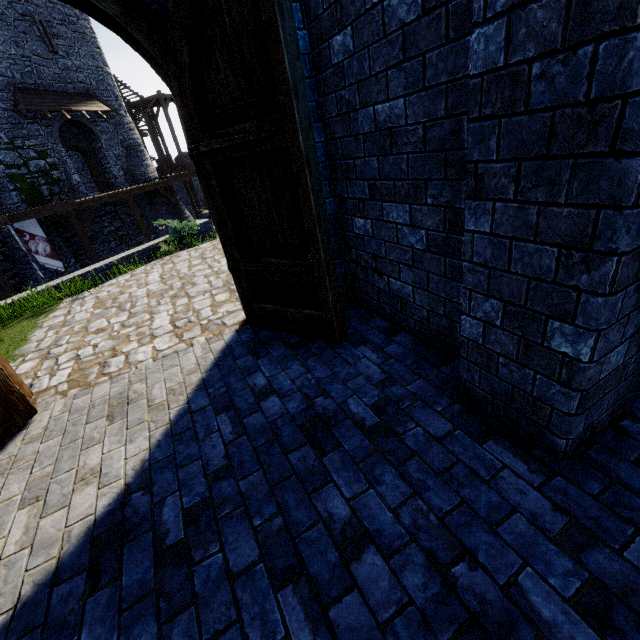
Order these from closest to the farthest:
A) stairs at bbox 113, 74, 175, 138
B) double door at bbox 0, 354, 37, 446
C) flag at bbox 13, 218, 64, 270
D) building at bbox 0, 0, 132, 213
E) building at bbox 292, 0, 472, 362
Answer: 1. building at bbox 292, 0, 472, 362
2. double door at bbox 0, 354, 37, 446
3. flag at bbox 13, 218, 64, 270
4. building at bbox 0, 0, 132, 213
5. stairs at bbox 113, 74, 175, 138

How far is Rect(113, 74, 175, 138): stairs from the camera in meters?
27.6 m

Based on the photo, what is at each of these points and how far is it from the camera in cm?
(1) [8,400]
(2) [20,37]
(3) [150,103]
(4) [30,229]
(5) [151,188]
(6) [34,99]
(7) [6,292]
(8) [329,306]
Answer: (1) double door, 308
(2) building, 1703
(3) stairs, 2850
(4) flag, 1517
(5) walkway, 2139
(6) awning, 1727
(7) walkway, 1534
(8) double door, 320

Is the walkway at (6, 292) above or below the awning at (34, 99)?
below

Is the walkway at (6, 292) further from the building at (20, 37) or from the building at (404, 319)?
the building at (404, 319)

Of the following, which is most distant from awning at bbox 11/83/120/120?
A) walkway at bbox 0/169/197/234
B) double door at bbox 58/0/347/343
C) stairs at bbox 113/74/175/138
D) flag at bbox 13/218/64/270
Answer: double door at bbox 58/0/347/343

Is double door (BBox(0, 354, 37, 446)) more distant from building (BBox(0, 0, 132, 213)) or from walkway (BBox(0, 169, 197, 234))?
building (BBox(0, 0, 132, 213))

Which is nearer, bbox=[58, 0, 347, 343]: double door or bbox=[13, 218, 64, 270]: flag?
bbox=[58, 0, 347, 343]: double door
